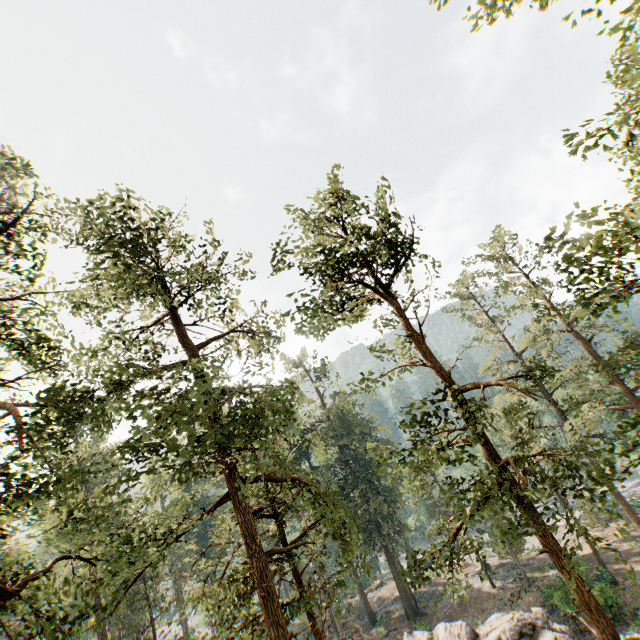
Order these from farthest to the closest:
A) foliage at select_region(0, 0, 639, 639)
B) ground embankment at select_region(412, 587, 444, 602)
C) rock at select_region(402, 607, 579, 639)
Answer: ground embankment at select_region(412, 587, 444, 602)
rock at select_region(402, 607, 579, 639)
foliage at select_region(0, 0, 639, 639)

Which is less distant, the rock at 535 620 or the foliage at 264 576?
the foliage at 264 576

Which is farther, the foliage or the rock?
the rock

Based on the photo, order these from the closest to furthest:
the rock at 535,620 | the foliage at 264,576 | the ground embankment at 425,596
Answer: the foliage at 264,576, the rock at 535,620, the ground embankment at 425,596

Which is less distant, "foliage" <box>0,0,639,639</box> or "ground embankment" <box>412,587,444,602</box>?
"foliage" <box>0,0,639,639</box>

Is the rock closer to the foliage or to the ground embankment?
the foliage

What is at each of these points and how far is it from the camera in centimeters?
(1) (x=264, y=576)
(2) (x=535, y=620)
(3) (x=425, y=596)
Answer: (1) foliage, 1056cm
(2) rock, 2070cm
(3) ground embankment, 4181cm

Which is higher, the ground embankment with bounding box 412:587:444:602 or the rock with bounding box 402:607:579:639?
the rock with bounding box 402:607:579:639
